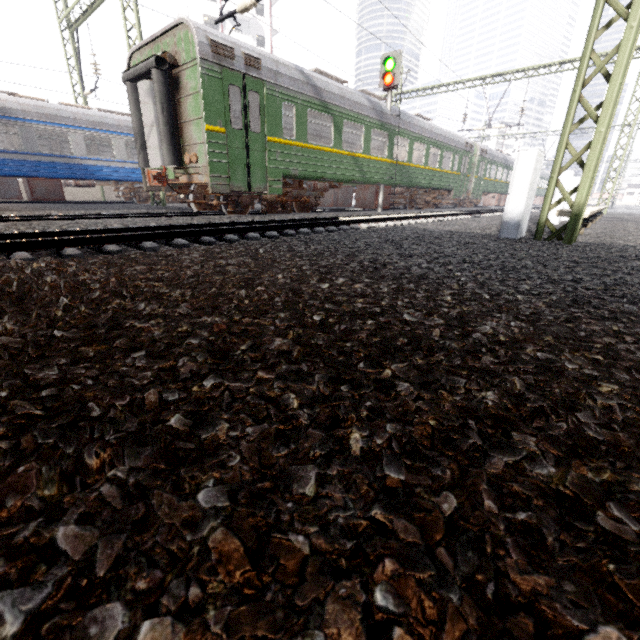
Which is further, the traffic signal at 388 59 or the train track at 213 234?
the traffic signal at 388 59

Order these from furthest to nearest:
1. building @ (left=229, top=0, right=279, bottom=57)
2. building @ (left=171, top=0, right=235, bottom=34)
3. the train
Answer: building @ (left=229, top=0, right=279, bottom=57), building @ (left=171, top=0, right=235, bottom=34), the train

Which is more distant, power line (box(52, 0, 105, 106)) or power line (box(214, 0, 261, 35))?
power line (box(52, 0, 105, 106))

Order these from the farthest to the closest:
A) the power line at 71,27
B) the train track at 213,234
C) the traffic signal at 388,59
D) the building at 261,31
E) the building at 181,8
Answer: the building at 261,31
the building at 181,8
the power line at 71,27
the traffic signal at 388,59
the train track at 213,234

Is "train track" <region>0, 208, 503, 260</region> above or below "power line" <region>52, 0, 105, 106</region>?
below

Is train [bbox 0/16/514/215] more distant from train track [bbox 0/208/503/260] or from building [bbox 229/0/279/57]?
building [bbox 229/0/279/57]

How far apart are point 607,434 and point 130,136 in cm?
2048

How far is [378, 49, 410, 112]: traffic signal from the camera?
12.5m
